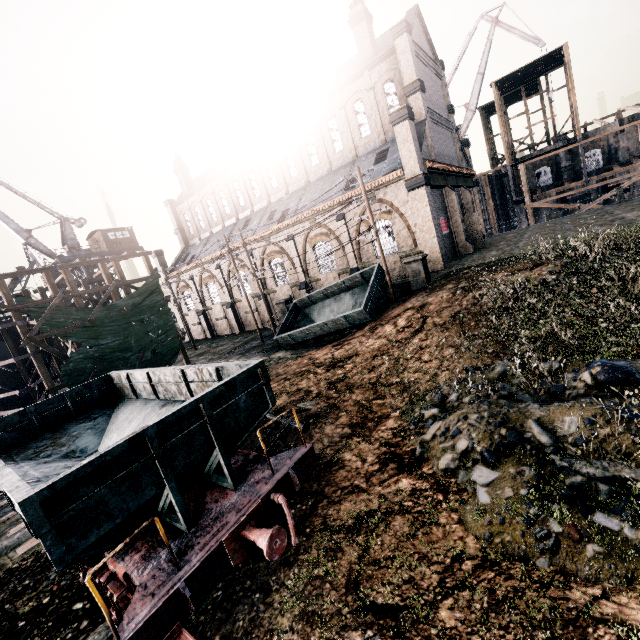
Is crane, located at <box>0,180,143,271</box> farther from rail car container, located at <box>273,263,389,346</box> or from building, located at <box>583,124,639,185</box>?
rail car container, located at <box>273,263,389,346</box>

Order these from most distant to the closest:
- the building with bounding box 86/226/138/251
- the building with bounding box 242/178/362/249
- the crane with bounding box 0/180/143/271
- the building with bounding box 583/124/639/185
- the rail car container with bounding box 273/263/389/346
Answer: the building with bounding box 86/226/138/251, the building with bounding box 583/124/639/185, the crane with bounding box 0/180/143/271, the building with bounding box 242/178/362/249, the rail car container with bounding box 273/263/389/346

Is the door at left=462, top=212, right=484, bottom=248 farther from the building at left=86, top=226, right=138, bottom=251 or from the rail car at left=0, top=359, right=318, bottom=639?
the building at left=86, top=226, right=138, bottom=251

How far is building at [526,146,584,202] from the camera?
46.5m

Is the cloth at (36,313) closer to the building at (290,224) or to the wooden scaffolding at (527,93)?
the building at (290,224)

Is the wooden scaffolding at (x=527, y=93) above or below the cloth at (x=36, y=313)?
above

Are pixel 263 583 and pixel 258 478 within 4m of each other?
yes

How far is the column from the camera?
19.44m
